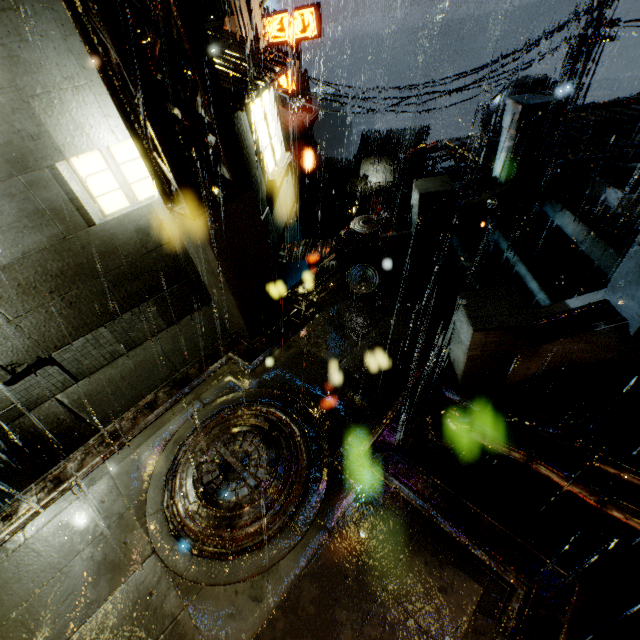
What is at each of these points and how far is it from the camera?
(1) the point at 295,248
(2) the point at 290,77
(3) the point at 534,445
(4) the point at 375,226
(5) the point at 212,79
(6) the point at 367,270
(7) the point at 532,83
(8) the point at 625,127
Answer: (1) building, 9.88m
(2) sign, 22.80m
(3) pipe, 3.46m
(4) trash can, 7.85m
(5) support beam, 4.52m
(6) trash can lid, 7.84m
(7) building vent, 17.00m
(8) building, 11.12m

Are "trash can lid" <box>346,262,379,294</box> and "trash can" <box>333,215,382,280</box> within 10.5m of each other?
yes

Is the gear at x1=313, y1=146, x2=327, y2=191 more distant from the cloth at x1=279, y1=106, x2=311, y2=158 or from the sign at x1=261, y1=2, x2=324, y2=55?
the sign at x1=261, y1=2, x2=324, y2=55

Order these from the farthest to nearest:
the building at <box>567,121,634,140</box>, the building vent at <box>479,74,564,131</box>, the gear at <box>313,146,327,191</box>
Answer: the gear at <box>313,146,327,191</box> → the building vent at <box>479,74,564,131</box> → the building at <box>567,121,634,140</box>

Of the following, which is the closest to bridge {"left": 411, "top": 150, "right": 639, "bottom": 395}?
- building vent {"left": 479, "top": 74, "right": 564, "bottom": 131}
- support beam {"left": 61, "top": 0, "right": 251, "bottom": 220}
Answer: support beam {"left": 61, "top": 0, "right": 251, "bottom": 220}

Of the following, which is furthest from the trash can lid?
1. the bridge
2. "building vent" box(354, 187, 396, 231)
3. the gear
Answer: the gear

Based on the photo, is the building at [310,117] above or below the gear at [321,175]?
above

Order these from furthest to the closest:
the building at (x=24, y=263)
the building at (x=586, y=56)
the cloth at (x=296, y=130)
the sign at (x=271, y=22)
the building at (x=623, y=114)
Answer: the cloth at (x=296, y=130), the sign at (x=271, y=22), the building at (x=586, y=56), the building at (x=623, y=114), the building at (x=24, y=263)
